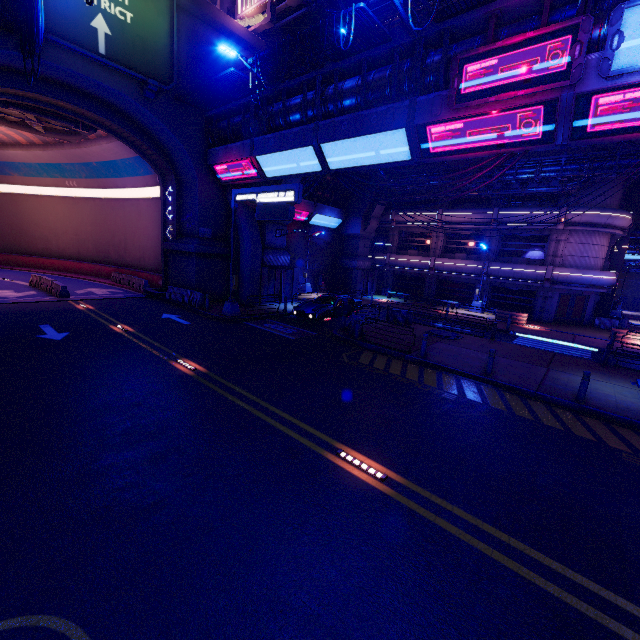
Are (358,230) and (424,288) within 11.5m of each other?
yes

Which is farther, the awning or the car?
the awning

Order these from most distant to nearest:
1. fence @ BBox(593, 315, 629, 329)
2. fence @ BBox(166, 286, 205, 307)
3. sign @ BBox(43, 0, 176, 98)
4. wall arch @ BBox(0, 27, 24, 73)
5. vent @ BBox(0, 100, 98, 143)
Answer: fence @ BBox(593, 315, 629, 329)
fence @ BBox(166, 286, 205, 307)
vent @ BBox(0, 100, 98, 143)
sign @ BBox(43, 0, 176, 98)
wall arch @ BBox(0, 27, 24, 73)

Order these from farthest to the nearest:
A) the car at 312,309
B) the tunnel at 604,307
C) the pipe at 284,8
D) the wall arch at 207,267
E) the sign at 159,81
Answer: the tunnel at 604,307 < the pipe at 284,8 < the car at 312,309 < the wall arch at 207,267 < the sign at 159,81

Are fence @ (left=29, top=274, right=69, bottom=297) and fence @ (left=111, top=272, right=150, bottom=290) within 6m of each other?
yes

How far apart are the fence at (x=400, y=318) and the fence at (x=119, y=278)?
21.5 meters

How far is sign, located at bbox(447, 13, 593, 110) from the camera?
9.0 meters

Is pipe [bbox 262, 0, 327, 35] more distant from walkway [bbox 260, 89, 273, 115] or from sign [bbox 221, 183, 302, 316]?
sign [bbox 221, 183, 302, 316]
